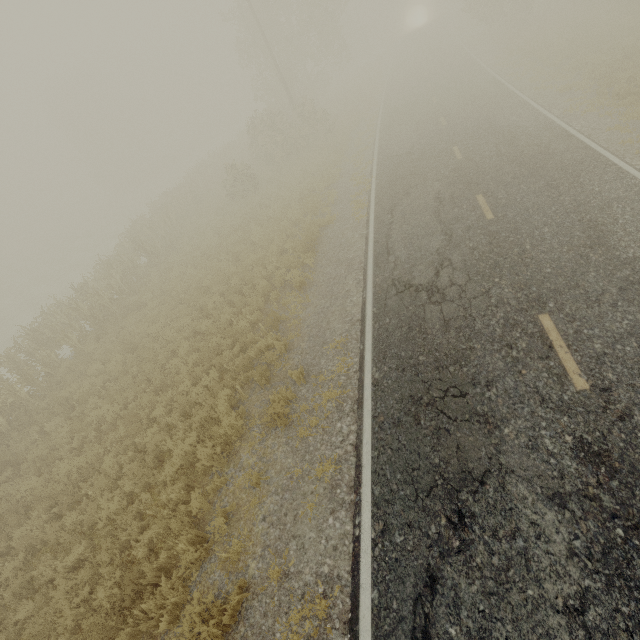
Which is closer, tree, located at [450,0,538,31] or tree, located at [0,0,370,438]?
tree, located at [0,0,370,438]

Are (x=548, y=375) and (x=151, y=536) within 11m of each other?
Result: yes

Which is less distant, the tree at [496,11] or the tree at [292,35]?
the tree at [292,35]
